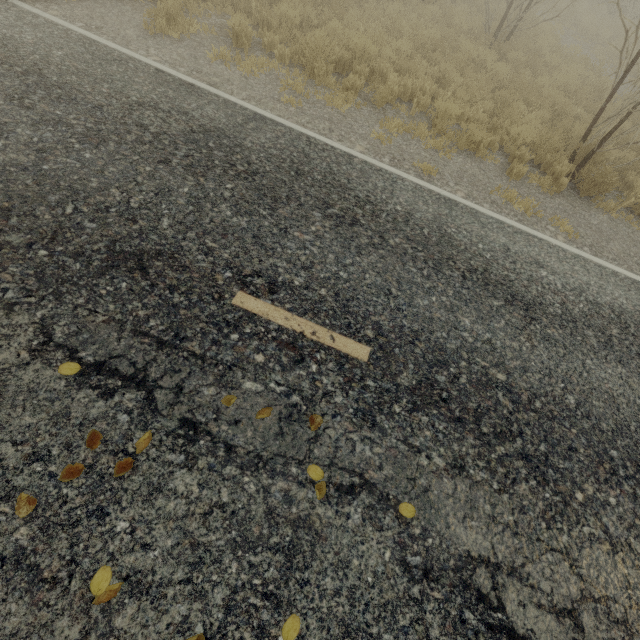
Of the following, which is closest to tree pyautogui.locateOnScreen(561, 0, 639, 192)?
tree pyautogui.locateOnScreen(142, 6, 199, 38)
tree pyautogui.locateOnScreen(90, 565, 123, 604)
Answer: tree pyautogui.locateOnScreen(142, 6, 199, 38)

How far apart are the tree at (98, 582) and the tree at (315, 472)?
1.4m

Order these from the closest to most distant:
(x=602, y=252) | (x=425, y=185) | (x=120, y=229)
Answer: (x=120, y=229), (x=425, y=185), (x=602, y=252)

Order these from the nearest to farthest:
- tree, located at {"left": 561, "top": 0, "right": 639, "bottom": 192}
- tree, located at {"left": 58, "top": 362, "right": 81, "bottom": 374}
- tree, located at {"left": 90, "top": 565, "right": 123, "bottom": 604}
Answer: tree, located at {"left": 90, "top": 565, "right": 123, "bottom": 604} → tree, located at {"left": 58, "top": 362, "right": 81, "bottom": 374} → tree, located at {"left": 561, "top": 0, "right": 639, "bottom": 192}

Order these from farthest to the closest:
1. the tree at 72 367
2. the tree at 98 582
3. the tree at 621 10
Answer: the tree at 621 10, the tree at 72 367, the tree at 98 582

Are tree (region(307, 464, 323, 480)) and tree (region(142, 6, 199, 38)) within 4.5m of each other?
no

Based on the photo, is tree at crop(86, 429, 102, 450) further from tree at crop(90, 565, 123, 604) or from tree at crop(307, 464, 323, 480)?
tree at crop(90, 565, 123, 604)

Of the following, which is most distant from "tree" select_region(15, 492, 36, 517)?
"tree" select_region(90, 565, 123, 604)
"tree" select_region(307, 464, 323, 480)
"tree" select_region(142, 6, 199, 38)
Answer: "tree" select_region(90, 565, 123, 604)
